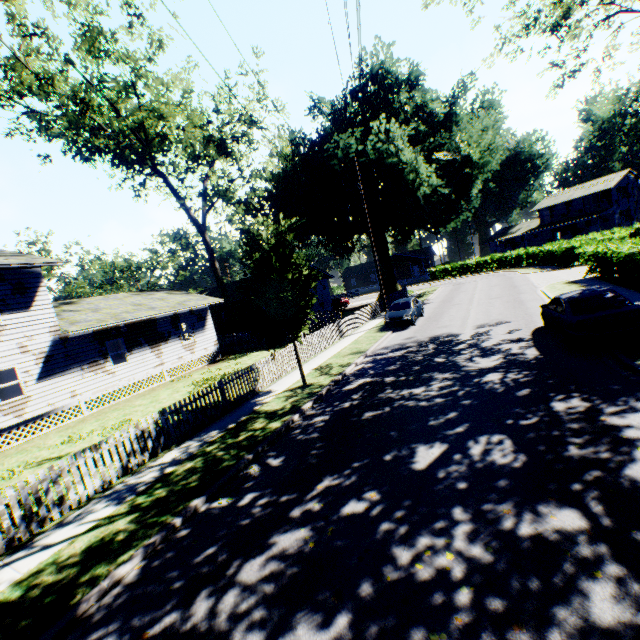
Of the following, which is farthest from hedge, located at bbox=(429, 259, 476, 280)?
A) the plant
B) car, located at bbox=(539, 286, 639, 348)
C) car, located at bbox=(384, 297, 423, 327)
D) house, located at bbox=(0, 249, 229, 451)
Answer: house, located at bbox=(0, 249, 229, 451)

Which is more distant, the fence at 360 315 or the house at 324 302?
the house at 324 302

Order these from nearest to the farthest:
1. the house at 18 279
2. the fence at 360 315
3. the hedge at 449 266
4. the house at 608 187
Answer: the house at 18 279 < the fence at 360 315 < the house at 608 187 < the hedge at 449 266

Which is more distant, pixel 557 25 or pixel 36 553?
pixel 557 25

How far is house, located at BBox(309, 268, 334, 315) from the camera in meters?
35.8

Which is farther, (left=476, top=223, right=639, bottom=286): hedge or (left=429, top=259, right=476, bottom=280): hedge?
(left=429, top=259, right=476, bottom=280): hedge

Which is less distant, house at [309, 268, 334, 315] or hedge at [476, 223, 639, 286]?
hedge at [476, 223, 639, 286]

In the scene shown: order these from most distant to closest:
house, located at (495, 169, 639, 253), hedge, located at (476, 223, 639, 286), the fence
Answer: house, located at (495, 169, 639, 253) < the fence < hedge, located at (476, 223, 639, 286)
